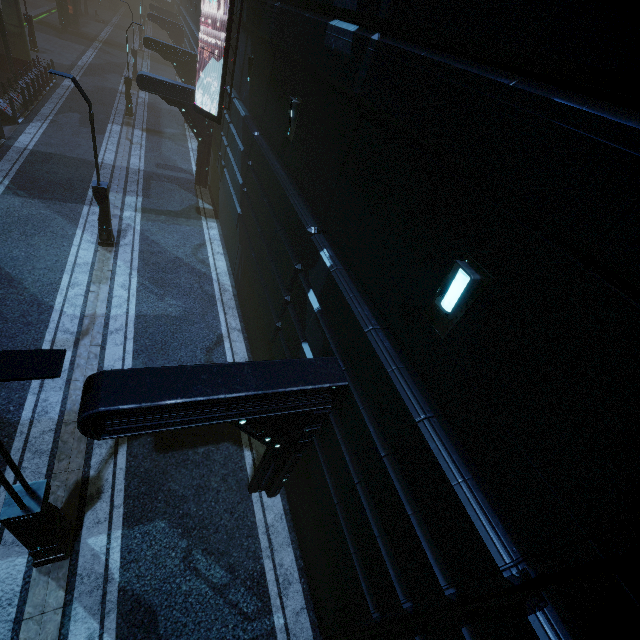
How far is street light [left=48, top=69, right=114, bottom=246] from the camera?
9.5m

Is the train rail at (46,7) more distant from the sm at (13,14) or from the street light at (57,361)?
the street light at (57,361)

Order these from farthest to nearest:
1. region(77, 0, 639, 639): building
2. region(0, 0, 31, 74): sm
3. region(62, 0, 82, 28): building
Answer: region(62, 0, 82, 28): building, region(0, 0, 31, 74): sm, region(77, 0, 639, 639): building

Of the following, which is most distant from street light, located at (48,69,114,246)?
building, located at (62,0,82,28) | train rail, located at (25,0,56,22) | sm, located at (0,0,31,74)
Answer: sm, located at (0,0,31,74)

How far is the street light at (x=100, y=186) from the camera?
9.50m

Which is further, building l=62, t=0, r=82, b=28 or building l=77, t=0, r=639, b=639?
building l=62, t=0, r=82, b=28

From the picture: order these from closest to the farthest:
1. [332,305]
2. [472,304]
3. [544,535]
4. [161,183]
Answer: [544,535] < [472,304] < [332,305] < [161,183]

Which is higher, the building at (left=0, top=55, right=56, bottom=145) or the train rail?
the building at (left=0, top=55, right=56, bottom=145)
